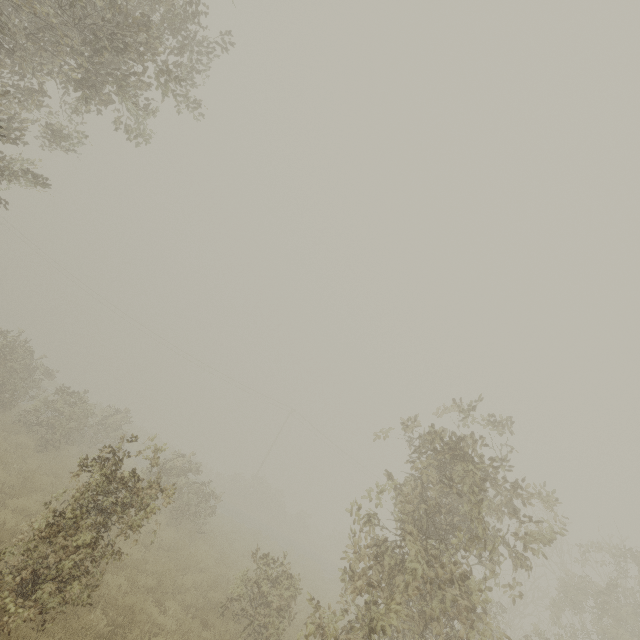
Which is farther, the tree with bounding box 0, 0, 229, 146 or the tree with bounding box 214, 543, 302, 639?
the tree with bounding box 214, 543, 302, 639

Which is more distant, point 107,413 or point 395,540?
point 107,413

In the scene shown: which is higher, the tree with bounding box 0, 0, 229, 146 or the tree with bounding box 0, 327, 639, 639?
the tree with bounding box 0, 0, 229, 146

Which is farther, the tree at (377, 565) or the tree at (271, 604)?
the tree at (271, 604)
